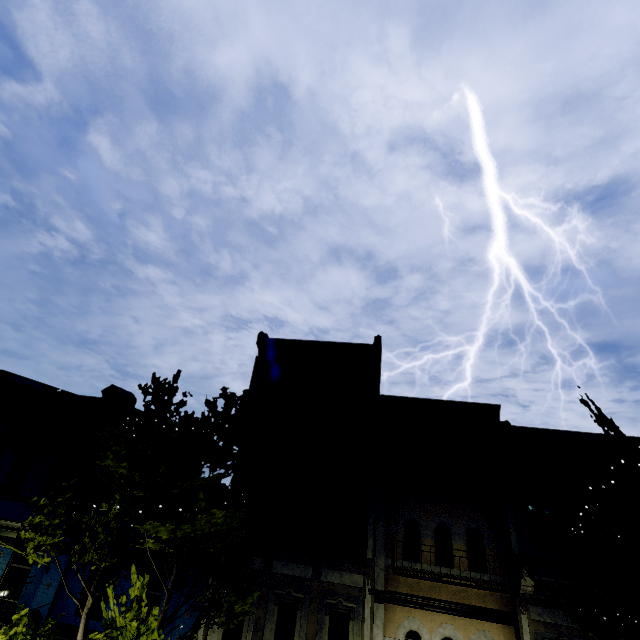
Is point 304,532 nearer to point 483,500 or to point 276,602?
point 276,602

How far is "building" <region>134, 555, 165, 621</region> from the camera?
10.30m

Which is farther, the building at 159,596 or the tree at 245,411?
the building at 159,596

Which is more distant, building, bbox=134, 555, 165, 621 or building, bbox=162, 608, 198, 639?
building, bbox=134, 555, 165, 621

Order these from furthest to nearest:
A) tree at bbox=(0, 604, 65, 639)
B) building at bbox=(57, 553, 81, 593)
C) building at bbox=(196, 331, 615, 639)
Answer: building at bbox=(57, 553, 81, 593) → building at bbox=(196, 331, 615, 639) → tree at bbox=(0, 604, 65, 639)
